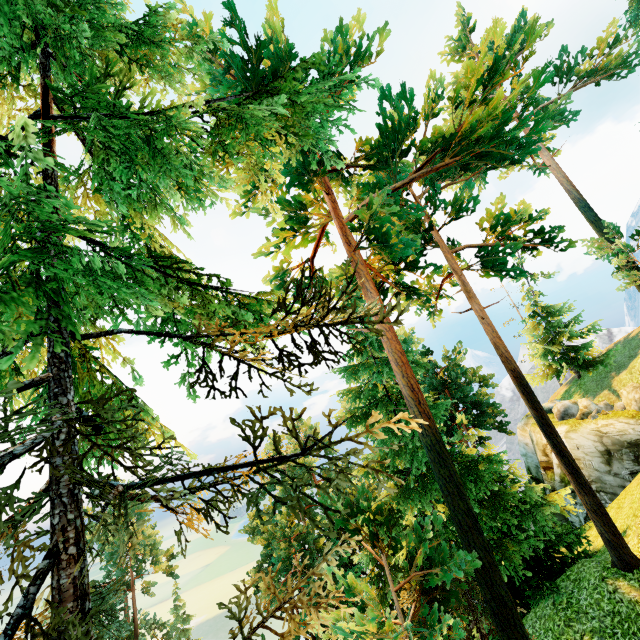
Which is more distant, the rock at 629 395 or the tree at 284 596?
the rock at 629 395

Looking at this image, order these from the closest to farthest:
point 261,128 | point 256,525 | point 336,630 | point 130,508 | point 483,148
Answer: point 261,128 < point 483,148 < point 336,630 < point 256,525 < point 130,508

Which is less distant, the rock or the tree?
the tree
